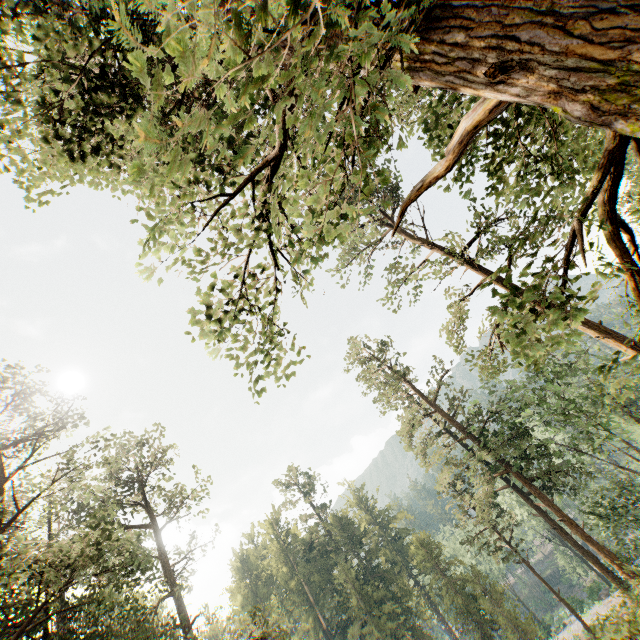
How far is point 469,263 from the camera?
18.80m
